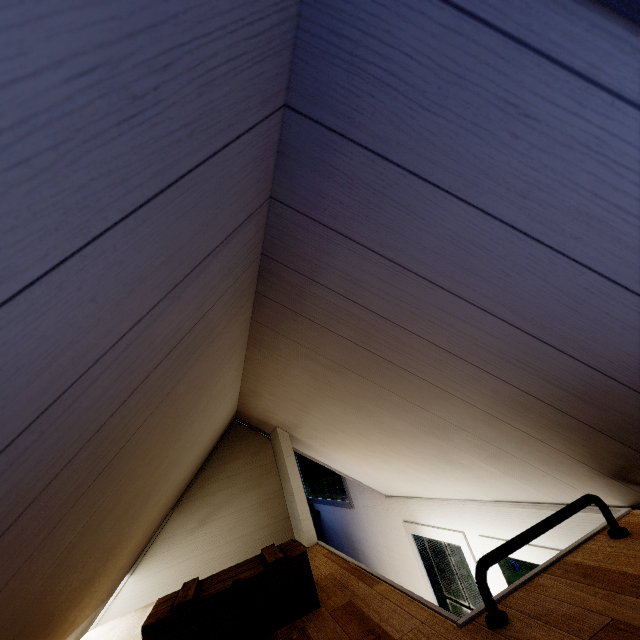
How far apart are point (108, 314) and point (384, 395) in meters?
1.2 m
